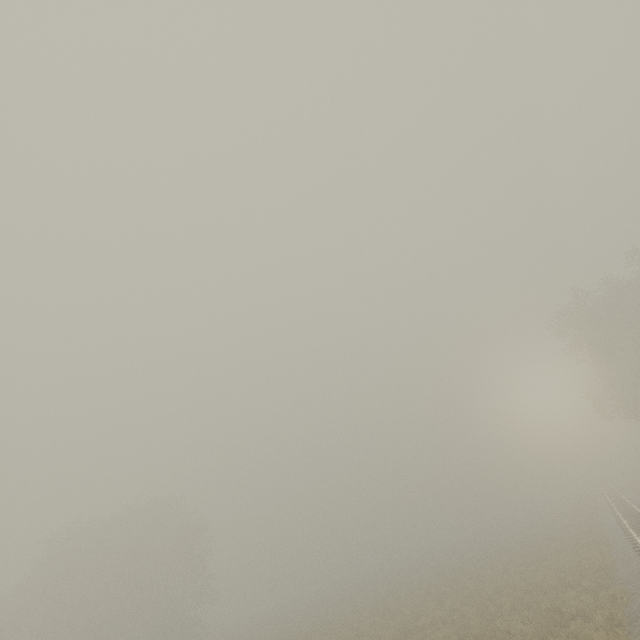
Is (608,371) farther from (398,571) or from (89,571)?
(89,571)
